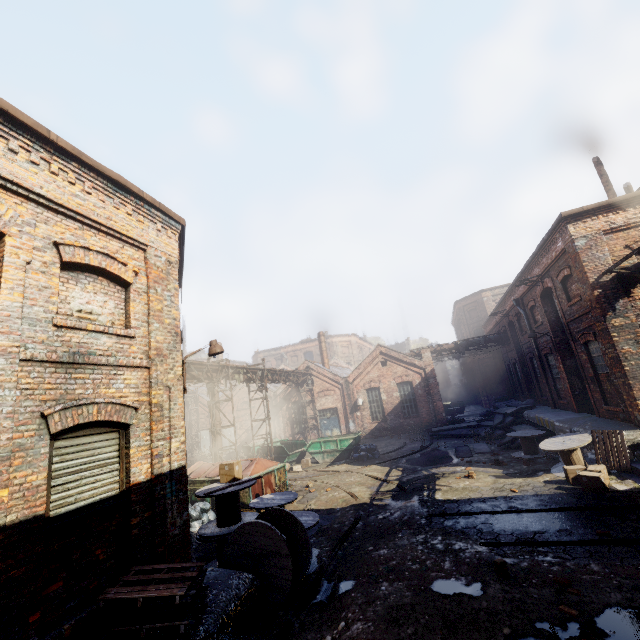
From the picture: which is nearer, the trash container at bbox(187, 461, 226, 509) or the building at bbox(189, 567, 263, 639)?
the building at bbox(189, 567, 263, 639)

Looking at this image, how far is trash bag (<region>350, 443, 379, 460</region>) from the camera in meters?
18.5

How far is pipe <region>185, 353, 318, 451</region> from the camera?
16.19m

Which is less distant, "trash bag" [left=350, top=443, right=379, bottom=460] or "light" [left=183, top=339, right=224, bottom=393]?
"light" [left=183, top=339, right=224, bottom=393]

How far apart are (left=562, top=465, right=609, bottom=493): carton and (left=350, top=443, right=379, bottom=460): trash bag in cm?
1016

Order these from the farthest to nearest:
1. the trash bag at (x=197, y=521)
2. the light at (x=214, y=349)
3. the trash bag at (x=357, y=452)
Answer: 1. the trash bag at (x=357, y=452)
2. the trash bag at (x=197, y=521)
3. the light at (x=214, y=349)

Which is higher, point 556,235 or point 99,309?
point 556,235

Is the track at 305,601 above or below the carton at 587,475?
below
